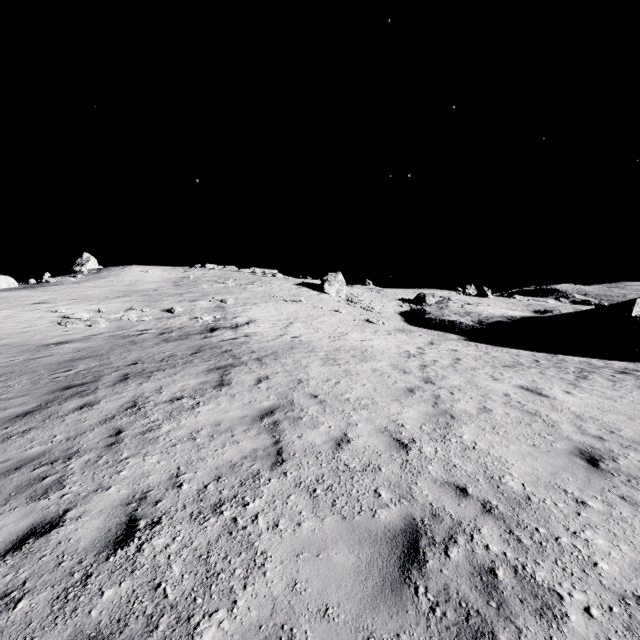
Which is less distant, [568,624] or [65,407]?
[568,624]

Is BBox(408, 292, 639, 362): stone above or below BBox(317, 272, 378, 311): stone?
below

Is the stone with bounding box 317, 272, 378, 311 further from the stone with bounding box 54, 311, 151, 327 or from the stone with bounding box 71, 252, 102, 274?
the stone with bounding box 71, 252, 102, 274

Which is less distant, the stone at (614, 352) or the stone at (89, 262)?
the stone at (614, 352)

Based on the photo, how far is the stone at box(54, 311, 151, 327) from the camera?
18.2 meters

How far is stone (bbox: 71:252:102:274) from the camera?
42.7m

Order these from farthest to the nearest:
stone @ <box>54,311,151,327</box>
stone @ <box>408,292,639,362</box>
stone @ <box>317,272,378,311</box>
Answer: stone @ <box>317,272,378,311</box> → stone @ <box>408,292,639,362</box> → stone @ <box>54,311,151,327</box>

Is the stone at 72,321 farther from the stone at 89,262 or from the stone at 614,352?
the stone at 89,262
